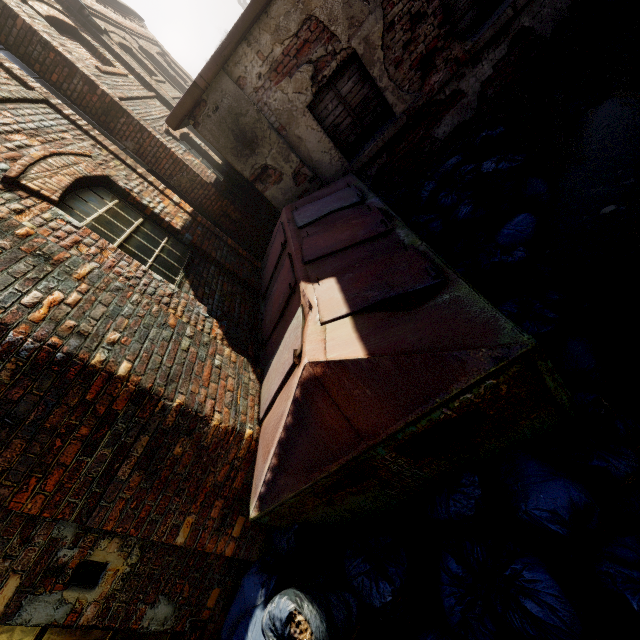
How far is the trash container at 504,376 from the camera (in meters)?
1.82

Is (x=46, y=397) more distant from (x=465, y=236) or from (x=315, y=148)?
(x=315, y=148)

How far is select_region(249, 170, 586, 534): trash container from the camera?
1.8 meters
